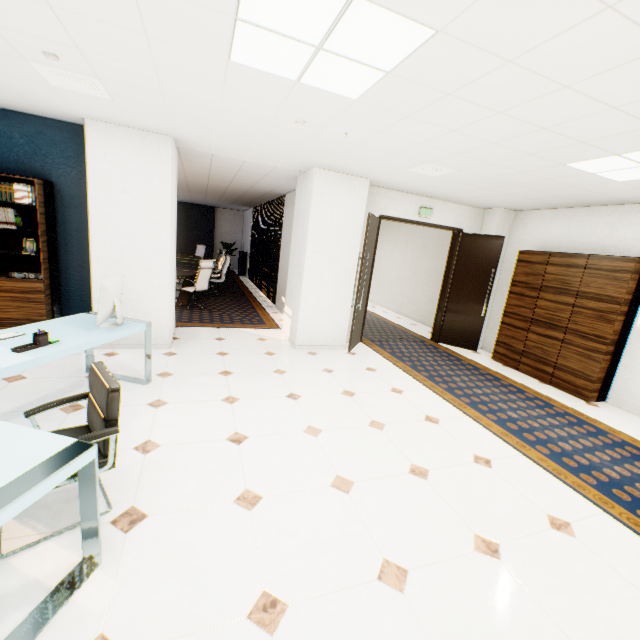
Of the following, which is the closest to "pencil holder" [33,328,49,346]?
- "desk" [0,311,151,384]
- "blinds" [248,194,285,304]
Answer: "desk" [0,311,151,384]

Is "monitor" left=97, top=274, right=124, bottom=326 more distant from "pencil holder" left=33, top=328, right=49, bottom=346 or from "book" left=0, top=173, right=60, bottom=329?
"book" left=0, top=173, right=60, bottom=329

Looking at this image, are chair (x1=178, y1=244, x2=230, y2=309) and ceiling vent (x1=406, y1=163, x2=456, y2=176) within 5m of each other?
no

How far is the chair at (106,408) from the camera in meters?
1.9

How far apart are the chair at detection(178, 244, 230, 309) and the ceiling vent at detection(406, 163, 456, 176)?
6.1 meters

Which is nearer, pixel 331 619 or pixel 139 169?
pixel 331 619

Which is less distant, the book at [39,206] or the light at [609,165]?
the light at [609,165]

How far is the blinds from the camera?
9.0 meters
